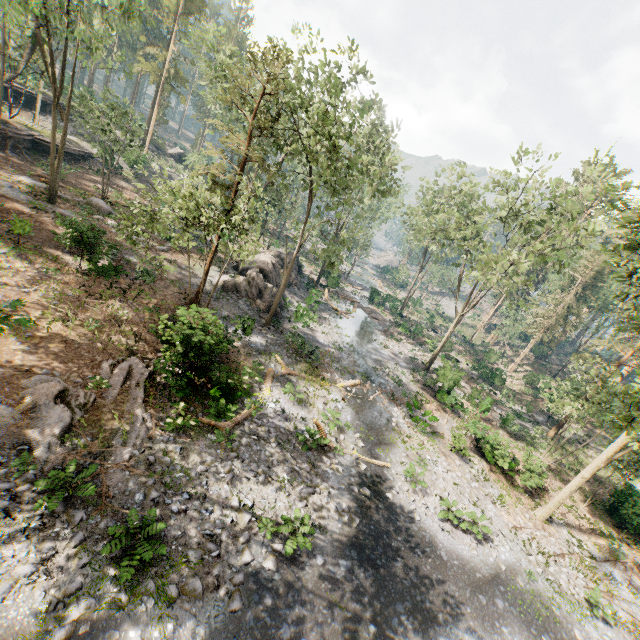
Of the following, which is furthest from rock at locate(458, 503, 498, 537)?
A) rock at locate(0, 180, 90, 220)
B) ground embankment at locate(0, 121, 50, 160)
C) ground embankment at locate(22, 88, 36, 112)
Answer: ground embankment at locate(22, 88, 36, 112)

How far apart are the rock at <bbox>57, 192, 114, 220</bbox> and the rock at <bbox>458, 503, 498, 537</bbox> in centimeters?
3269cm

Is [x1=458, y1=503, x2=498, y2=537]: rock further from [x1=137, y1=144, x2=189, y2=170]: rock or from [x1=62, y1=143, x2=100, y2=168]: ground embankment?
[x1=137, y1=144, x2=189, y2=170]: rock

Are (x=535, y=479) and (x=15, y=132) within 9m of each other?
no

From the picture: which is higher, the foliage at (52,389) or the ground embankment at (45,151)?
the ground embankment at (45,151)

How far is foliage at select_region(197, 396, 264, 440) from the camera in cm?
1323

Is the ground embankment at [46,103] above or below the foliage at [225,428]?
above

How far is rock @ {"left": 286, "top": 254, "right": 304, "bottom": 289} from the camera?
35.8 meters
